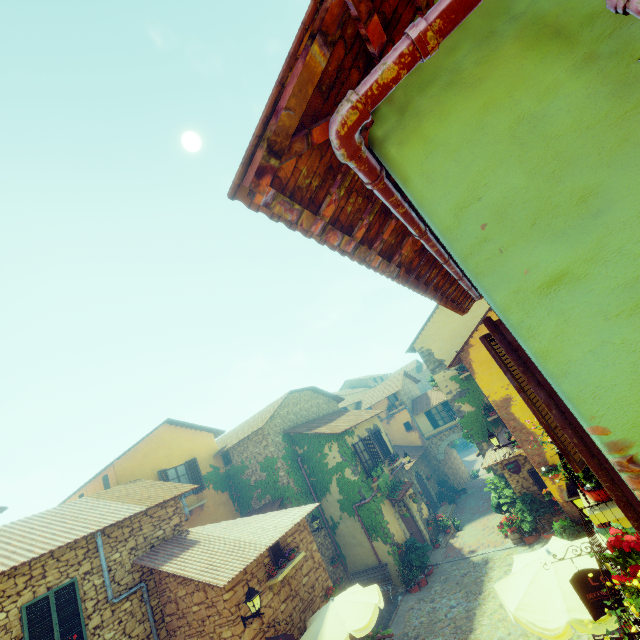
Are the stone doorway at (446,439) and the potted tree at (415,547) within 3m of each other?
no

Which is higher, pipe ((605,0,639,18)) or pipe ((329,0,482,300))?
pipe ((329,0,482,300))

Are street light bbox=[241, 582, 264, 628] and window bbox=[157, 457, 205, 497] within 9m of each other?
yes

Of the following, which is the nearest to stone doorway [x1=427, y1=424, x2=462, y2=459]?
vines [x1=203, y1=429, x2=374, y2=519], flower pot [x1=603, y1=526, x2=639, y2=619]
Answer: vines [x1=203, y1=429, x2=374, y2=519]

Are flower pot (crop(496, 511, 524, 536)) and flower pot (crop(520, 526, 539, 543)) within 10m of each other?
yes

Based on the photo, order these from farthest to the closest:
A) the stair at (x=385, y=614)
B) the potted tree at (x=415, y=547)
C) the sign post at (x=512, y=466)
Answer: the potted tree at (x=415, y=547), the stair at (x=385, y=614), the sign post at (x=512, y=466)

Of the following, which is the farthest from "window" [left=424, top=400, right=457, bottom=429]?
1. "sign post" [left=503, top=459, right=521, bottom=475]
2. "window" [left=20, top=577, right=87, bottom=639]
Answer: "window" [left=20, top=577, right=87, bottom=639]

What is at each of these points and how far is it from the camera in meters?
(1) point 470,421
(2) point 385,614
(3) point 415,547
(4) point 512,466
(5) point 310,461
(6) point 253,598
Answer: (1) vines, 17.1 m
(2) stair, 12.8 m
(3) potted tree, 15.0 m
(4) sign post, 11.4 m
(5) vines, 17.0 m
(6) street light, 8.0 m
